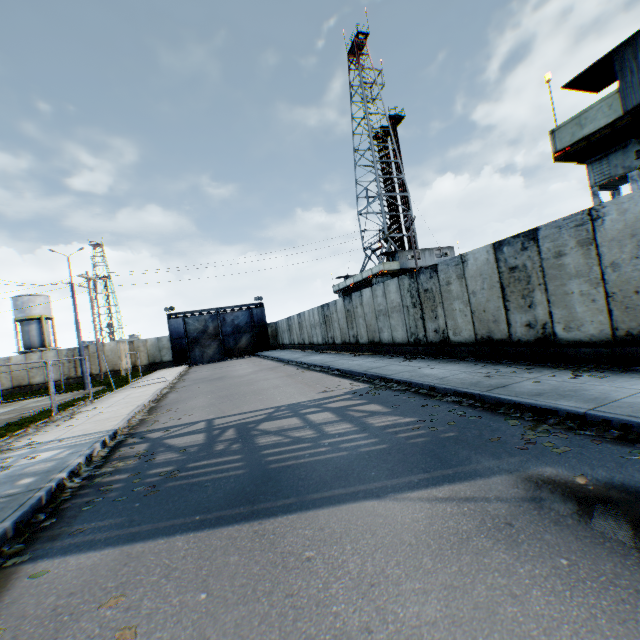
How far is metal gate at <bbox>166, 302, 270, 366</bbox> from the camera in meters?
36.6 m

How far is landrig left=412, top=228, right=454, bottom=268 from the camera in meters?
32.2

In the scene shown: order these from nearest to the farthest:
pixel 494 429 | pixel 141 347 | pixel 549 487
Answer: pixel 549 487 → pixel 494 429 → pixel 141 347

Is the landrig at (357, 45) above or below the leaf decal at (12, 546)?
above

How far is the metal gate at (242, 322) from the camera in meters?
36.6 m

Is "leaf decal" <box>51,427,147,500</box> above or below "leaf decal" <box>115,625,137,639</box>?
above

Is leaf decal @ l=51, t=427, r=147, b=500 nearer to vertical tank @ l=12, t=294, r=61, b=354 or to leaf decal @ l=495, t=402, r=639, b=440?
leaf decal @ l=495, t=402, r=639, b=440

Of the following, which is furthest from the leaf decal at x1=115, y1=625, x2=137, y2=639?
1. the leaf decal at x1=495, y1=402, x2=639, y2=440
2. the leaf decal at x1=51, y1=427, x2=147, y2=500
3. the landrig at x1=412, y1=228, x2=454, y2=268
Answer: the landrig at x1=412, y1=228, x2=454, y2=268
